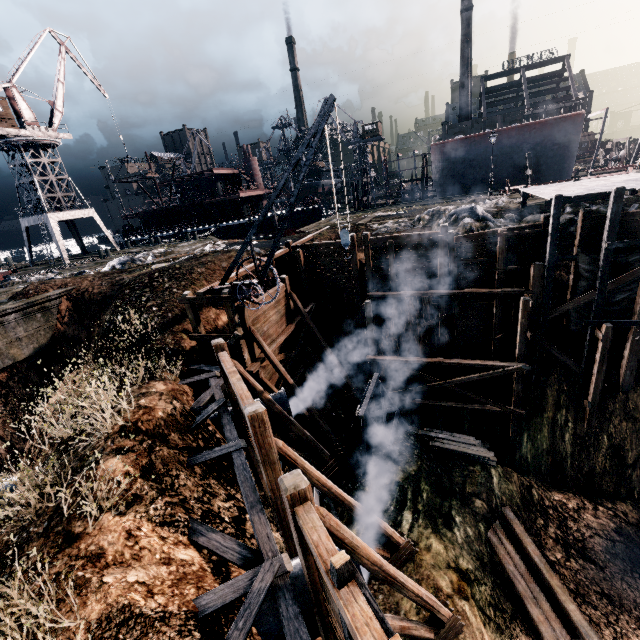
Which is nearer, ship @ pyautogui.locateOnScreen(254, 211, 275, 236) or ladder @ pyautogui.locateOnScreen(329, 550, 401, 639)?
ladder @ pyautogui.locateOnScreen(329, 550, 401, 639)

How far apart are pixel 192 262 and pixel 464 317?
17.5m

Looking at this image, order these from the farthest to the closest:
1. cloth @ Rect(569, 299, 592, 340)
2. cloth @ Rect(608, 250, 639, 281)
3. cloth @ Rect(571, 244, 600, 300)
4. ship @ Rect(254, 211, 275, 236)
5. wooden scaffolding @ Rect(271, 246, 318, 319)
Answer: ship @ Rect(254, 211, 275, 236) < wooden scaffolding @ Rect(271, 246, 318, 319) < cloth @ Rect(569, 299, 592, 340) < cloth @ Rect(571, 244, 600, 300) < cloth @ Rect(608, 250, 639, 281)

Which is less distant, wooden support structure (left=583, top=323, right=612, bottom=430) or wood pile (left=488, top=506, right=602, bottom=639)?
wood pile (left=488, top=506, right=602, bottom=639)

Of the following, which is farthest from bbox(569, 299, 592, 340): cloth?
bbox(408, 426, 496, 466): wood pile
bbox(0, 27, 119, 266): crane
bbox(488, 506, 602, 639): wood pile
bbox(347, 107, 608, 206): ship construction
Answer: bbox(0, 27, 119, 266): crane

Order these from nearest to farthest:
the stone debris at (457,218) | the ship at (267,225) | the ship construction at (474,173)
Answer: the stone debris at (457,218) → the ship construction at (474,173) → the ship at (267,225)

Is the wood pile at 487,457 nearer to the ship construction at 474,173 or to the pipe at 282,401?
the pipe at 282,401

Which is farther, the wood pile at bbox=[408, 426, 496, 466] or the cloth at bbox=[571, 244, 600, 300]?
the wood pile at bbox=[408, 426, 496, 466]
